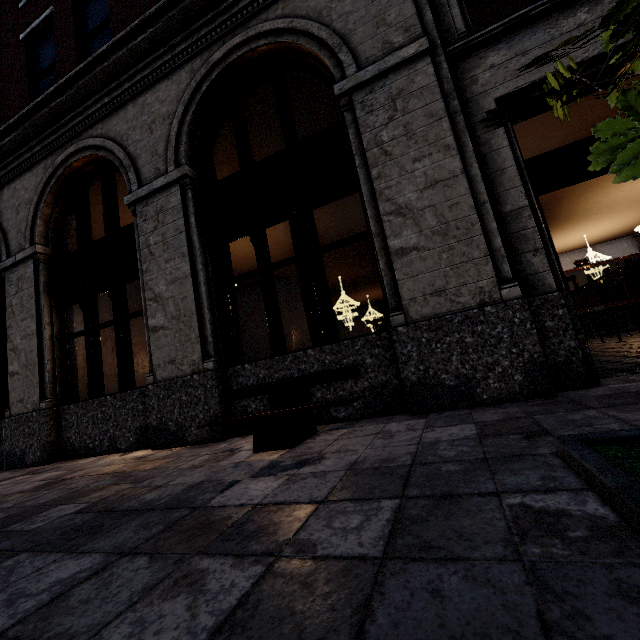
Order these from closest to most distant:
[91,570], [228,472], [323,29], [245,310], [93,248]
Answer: [91,570] < [228,472] < [323,29] < [93,248] < [245,310]

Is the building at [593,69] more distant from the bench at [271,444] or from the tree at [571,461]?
the tree at [571,461]

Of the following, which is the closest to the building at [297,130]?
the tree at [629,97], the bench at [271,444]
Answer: the bench at [271,444]

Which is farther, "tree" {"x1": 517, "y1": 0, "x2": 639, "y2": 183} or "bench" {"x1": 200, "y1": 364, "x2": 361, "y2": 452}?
"bench" {"x1": 200, "y1": 364, "x2": 361, "y2": 452}

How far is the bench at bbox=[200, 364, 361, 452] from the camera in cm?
319

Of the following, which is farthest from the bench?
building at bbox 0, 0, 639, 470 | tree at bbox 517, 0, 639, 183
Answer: tree at bbox 517, 0, 639, 183

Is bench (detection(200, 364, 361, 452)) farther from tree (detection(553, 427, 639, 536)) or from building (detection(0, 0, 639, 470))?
tree (detection(553, 427, 639, 536))

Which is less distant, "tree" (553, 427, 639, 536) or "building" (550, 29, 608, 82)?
"tree" (553, 427, 639, 536)
